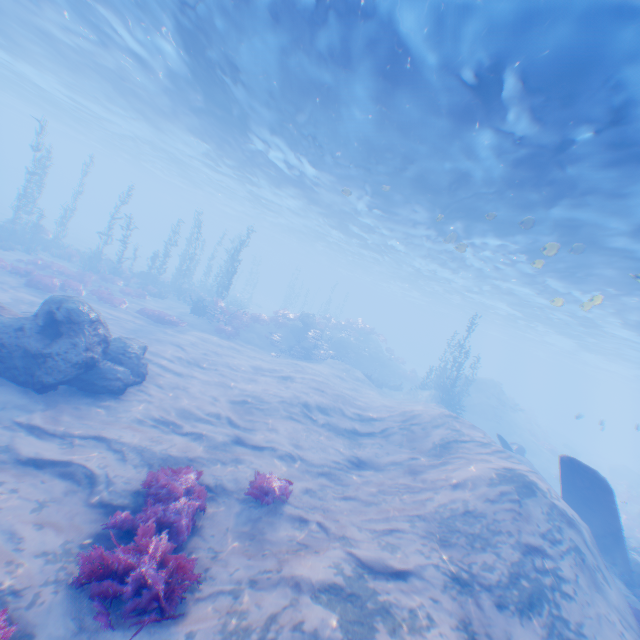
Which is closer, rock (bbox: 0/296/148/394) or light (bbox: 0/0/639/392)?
light (bbox: 0/0/639/392)

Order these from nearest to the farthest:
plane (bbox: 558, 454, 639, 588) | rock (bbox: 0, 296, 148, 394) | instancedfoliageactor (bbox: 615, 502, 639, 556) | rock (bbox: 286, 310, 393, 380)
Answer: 1. rock (bbox: 0, 296, 148, 394)
2. plane (bbox: 558, 454, 639, 588)
3. instancedfoliageactor (bbox: 615, 502, 639, 556)
4. rock (bbox: 286, 310, 393, 380)

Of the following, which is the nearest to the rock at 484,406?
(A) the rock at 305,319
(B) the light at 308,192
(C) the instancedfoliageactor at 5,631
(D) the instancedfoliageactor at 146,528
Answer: (B) the light at 308,192

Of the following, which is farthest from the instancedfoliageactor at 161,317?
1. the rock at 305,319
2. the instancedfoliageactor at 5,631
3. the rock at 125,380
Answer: the instancedfoliageactor at 5,631

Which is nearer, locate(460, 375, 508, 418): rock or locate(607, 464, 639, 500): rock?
locate(607, 464, 639, 500): rock

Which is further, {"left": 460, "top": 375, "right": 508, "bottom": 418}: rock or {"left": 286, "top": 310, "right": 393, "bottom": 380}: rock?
{"left": 460, "top": 375, "right": 508, "bottom": 418}: rock

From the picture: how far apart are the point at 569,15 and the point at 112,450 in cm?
1380

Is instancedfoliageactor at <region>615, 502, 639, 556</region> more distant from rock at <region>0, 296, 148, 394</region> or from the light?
the light
